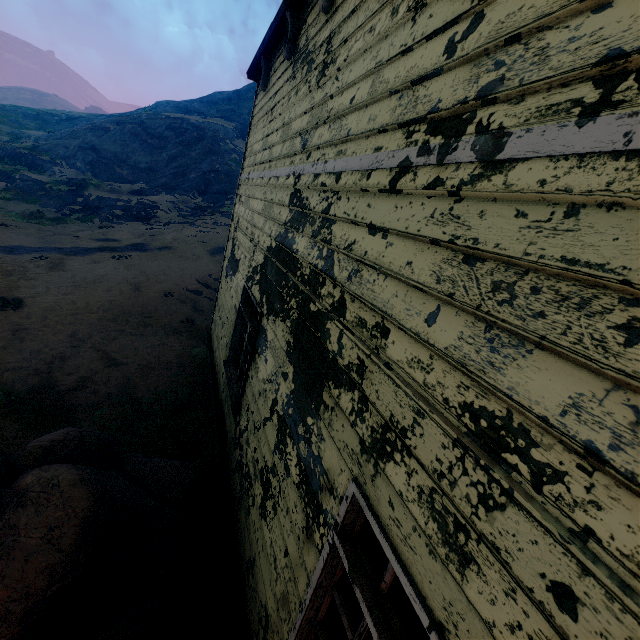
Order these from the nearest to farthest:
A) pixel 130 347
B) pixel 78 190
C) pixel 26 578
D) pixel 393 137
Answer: pixel 393 137 < pixel 26 578 < pixel 130 347 < pixel 78 190

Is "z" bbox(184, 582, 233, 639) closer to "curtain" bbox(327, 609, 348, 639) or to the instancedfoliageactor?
the instancedfoliageactor

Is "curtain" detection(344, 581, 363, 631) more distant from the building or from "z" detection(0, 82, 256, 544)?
"z" detection(0, 82, 256, 544)

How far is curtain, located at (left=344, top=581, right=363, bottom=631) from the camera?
1.8 meters

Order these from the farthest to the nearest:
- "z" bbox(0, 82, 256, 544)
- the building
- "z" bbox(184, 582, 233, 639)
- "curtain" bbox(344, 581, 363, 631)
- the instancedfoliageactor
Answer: "z" bbox(0, 82, 256, 544) < "z" bbox(184, 582, 233, 639) < the instancedfoliageactor < "curtain" bbox(344, 581, 363, 631) < the building

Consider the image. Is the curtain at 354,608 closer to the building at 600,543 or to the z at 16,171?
the building at 600,543

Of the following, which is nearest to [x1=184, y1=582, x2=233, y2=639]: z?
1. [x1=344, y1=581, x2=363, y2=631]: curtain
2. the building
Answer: the building
